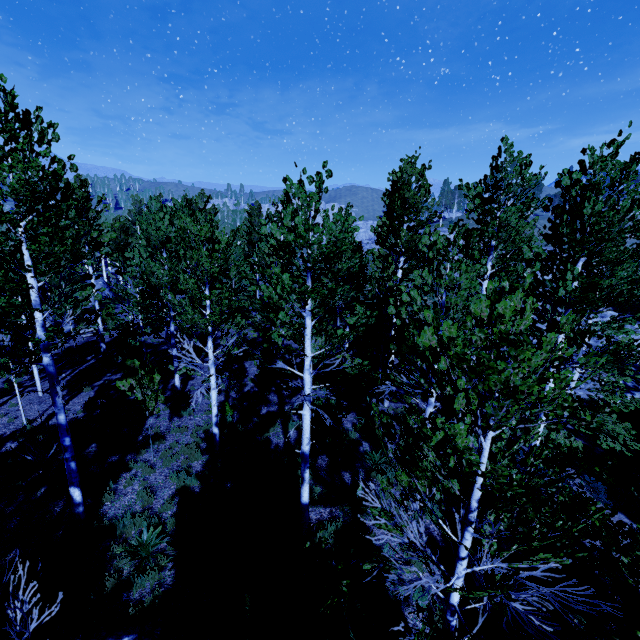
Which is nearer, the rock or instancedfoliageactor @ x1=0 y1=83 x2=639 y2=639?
instancedfoliageactor @ x1=0 y1=83 x2=639 y2=639

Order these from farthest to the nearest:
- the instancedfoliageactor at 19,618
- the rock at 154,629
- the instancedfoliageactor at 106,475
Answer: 1. the instancedfoliageactor at 106,475
2. the rock at 154,629
3. the instancedfoliageactor at 19,618

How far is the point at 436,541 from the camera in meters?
8.0

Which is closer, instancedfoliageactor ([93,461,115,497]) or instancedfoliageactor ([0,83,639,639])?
instancedfoliageactor ([0,83,639,639])

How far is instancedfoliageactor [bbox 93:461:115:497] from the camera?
8.88m

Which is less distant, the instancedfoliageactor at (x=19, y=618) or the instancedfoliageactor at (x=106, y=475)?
the instancedfoliageactor at (x=19, y=618)

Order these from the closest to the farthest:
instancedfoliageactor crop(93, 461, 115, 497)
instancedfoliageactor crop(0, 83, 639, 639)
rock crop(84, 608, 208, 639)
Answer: instancedfoliageactor crop(0, 83, 639, 639) → rock crop(84, 608, 208, 639) → instancedfoliageactor crop(93, 461, 115, 497)
